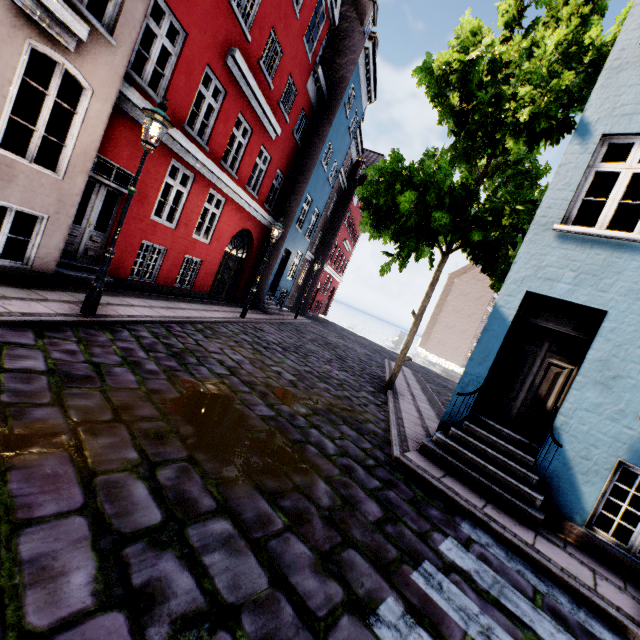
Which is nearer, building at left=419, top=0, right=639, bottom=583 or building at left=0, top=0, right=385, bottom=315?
building at left=419, top=0, right=639, bottom=583

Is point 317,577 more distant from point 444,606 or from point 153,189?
point 153,189

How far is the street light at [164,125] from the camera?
5.4m

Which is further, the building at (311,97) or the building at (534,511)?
the building at (311,97)

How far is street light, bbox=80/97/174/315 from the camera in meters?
5.4 m
